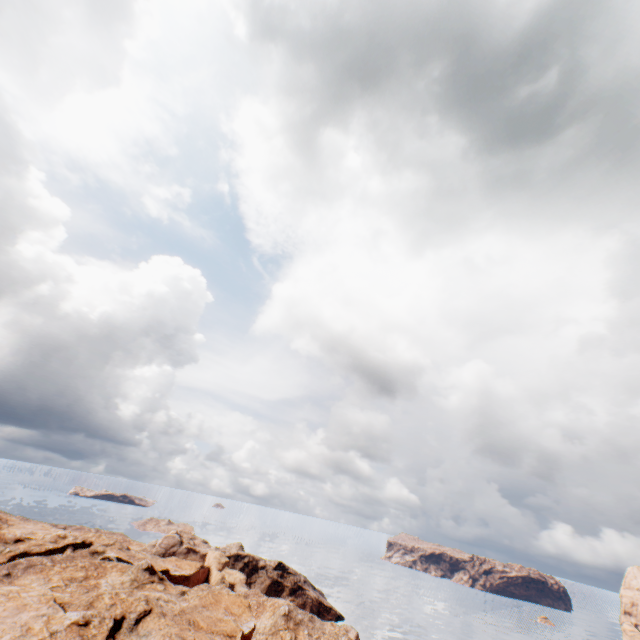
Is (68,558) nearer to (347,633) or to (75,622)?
(75,622)
